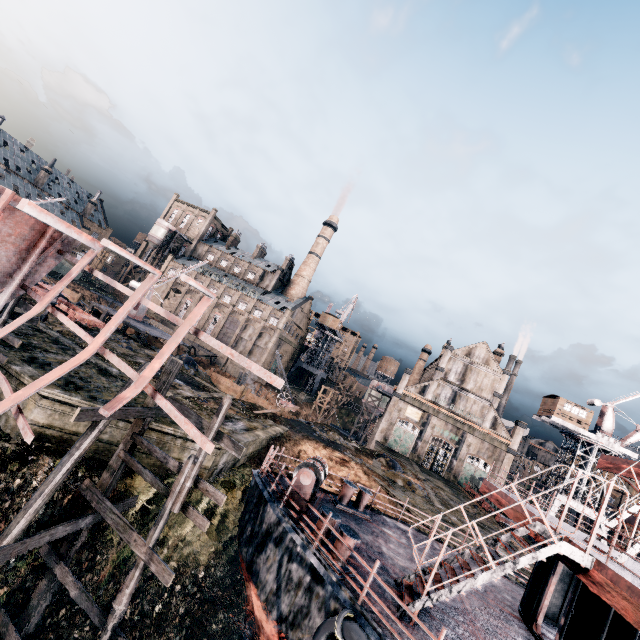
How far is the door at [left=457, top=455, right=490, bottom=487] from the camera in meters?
51.0 m

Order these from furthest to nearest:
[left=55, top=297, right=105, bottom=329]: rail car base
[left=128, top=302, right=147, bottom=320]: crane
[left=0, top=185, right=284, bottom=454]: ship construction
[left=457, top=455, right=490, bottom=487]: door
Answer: [left=457, top=455, right=490, bottom=487]: door
[left=128, top=302, right=147, bottom=320]: crane
[left=55, top=297, right=105, bottom=329]: rail car base
[left=0, top=185, right=284, bottom=454]: ship construction

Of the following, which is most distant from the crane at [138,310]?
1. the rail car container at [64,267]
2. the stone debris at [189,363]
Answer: the rail car container at [64,267]

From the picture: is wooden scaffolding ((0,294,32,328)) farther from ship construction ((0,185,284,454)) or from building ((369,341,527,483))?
building ((369,341,527,483))

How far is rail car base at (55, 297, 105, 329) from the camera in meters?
27.1 m

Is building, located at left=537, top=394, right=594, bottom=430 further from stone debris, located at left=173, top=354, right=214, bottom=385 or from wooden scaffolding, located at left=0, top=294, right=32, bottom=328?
wooden scaffolding, located at left=0, top=294, right=32, bottom=328

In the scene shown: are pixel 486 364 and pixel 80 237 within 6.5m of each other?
no

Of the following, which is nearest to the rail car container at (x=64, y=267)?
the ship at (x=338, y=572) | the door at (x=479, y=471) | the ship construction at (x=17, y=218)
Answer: the ship construction at (x=17, y=218)
